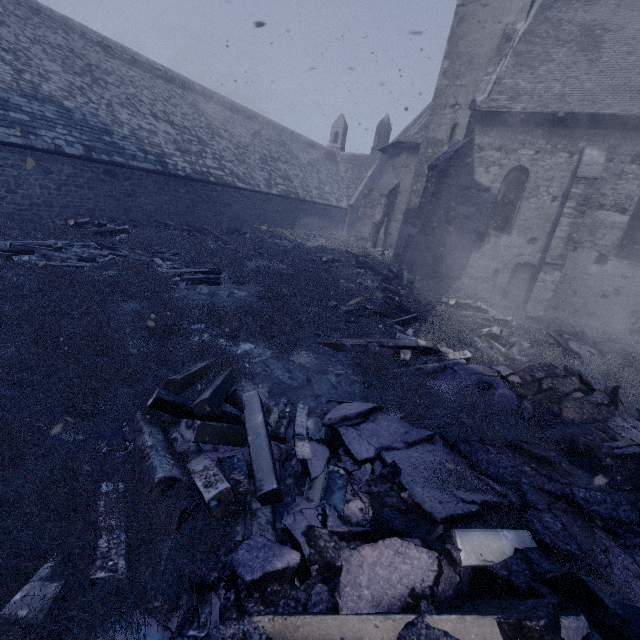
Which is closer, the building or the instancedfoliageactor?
the instancedfoliageactor

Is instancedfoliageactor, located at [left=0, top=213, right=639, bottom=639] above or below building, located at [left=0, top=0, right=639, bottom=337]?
below

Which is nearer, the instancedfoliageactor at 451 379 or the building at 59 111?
the instancedfoliageactor at 451 379

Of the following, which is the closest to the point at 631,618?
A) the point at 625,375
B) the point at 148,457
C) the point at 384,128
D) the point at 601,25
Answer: the point at 148,457

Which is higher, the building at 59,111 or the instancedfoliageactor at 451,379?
the building at 59,111
